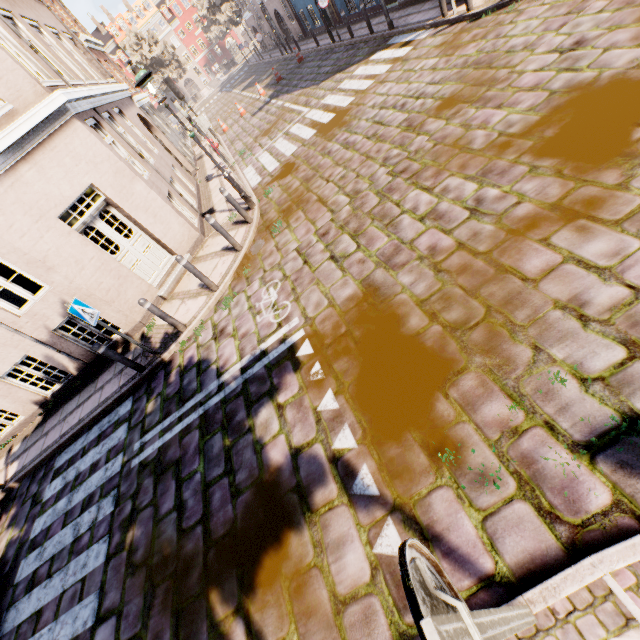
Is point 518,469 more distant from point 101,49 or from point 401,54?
point 101,49

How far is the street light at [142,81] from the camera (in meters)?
6.73

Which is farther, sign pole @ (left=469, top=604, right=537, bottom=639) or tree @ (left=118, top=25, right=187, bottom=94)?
tree @ (left=118, top=25, right=187, bottom=94)

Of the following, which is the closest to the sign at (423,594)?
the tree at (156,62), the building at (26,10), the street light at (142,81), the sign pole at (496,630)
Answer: the sign pole at (496,630)

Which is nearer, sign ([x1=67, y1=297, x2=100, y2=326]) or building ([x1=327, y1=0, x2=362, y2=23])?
sign ([x1=67, y1=297, x2=100, y2=326])

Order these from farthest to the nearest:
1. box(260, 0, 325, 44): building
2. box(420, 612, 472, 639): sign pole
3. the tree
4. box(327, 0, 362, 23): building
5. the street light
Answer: the tree → box(260, 0, 325, 44): building → box(327, 0, 362, 23): building → the street light → box(420, 612, 472, 639): sign pole

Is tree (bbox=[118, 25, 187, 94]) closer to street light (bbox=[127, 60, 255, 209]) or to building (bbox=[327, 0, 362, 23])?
building (bbox=[327, 0, 362, 23])

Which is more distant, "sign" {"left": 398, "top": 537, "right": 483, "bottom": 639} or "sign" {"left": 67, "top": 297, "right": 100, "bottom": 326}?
"sign" {"left": 67, "top": 297, "right": 100, "bottom": 326}
